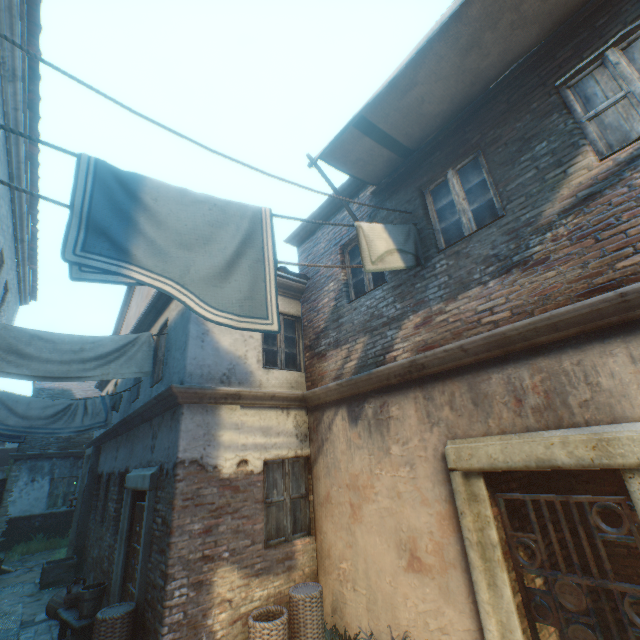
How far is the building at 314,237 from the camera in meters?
6.6 m

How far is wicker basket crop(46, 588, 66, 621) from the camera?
6.8 meters

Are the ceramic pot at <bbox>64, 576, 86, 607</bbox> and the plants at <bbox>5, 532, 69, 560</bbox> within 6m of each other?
no

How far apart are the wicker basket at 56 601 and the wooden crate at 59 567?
2.6 meters

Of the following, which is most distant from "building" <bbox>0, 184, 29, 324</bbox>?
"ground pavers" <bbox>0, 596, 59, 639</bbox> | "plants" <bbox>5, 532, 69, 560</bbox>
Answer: "plants" <bbox>5, 532, 69, 560</bbox>

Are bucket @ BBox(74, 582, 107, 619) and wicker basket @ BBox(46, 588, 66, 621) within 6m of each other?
yes

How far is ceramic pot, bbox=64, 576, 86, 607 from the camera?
6.3m

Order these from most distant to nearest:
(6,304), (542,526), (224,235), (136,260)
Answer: (6,304)
(542,526)
(224,235)
(136,260)
